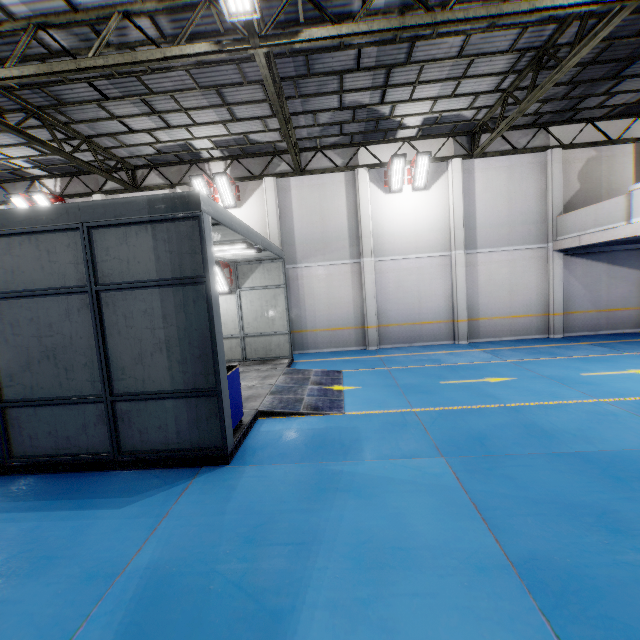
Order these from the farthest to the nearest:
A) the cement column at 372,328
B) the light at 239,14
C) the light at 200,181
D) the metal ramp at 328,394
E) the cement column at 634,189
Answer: the cement column at 372,328 < the light at 200,181 < the cement column at 634,189 < the metal ramp at 328,394 < the light at 239,14

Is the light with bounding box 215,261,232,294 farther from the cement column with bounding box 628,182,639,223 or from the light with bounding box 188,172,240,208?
the cement column with bounding box 628,182,639,223

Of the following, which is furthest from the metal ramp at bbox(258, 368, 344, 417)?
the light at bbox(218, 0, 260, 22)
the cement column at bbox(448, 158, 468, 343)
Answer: the light at bbox(218, 0, 260, 22)

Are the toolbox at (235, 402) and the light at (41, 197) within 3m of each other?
no

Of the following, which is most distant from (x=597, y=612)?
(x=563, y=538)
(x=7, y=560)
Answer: (x=7, y=560)

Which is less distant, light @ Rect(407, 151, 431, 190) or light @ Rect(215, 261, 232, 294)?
light @ Rect(215, 261, 232, 294)

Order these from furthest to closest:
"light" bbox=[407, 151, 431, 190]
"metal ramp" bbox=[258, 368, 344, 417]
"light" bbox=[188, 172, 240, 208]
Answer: "light" bbox=[188, 172, 240, 208], "light" bbox=[407, 151, 431, 190], "metal ramp" bbox=[258, 368, 344, 417]

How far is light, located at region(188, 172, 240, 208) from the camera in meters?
13.4 m
